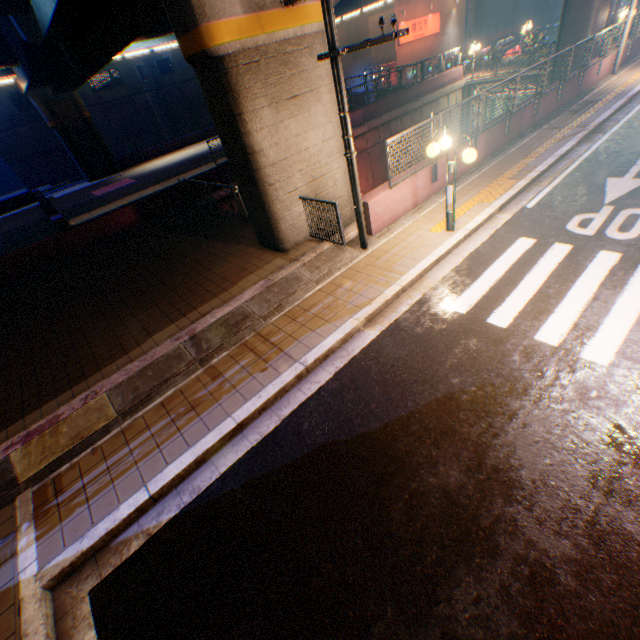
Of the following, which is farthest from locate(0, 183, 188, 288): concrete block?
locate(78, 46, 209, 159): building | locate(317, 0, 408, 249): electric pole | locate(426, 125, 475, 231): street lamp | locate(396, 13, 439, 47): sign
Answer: locate(426, 125, 475, 231): street lamp

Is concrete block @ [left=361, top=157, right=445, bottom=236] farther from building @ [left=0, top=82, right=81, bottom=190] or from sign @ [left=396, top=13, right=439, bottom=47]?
building @ [left=0, top=82, right=81, bottom=190]

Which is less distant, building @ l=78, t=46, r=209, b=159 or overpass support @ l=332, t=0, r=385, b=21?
overpass support @ l=332, t=0, r=385, b=21

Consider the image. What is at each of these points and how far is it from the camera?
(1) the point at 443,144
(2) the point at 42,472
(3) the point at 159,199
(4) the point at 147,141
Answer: (1) street lamp, 7.3 meters
(2) concrete curb, 5.2 meters
(3) concrete block, 14.7 meters
(4) building, 40.4 meters

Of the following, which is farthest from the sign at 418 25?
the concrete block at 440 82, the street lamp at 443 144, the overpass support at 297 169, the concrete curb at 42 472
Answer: the street lamp at 443 144

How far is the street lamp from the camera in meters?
6.8

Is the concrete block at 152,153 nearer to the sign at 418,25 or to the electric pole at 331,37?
the sign at 418,25

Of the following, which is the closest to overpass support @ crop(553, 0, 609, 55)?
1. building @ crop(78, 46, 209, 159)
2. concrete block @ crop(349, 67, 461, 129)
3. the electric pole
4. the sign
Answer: concrete block @ crop(349, 67, 461, 129)
